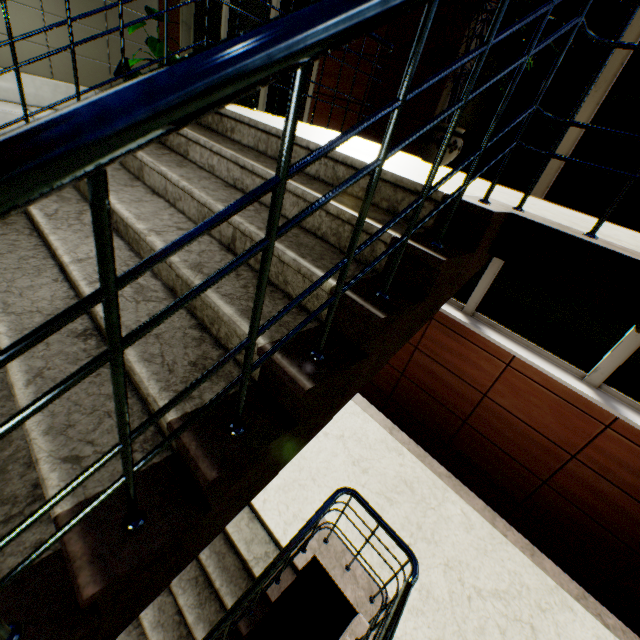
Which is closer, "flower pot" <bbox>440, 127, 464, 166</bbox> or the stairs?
the stairs

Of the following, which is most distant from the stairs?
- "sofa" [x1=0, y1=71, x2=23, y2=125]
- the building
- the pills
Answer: "sofa" [x1=0, y1=71, x2=23, y2=125]

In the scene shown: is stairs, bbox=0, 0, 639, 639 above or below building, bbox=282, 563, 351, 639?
above

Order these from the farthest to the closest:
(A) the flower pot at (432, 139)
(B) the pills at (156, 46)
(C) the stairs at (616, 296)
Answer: (B) the pills at (156, 46) → (A) the flower pot at (432, 139) → (C) the stairs at (616, 296)

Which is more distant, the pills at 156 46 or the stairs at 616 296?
the pills at 156 46

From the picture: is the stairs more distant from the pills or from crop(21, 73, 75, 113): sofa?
crop(21, 73, 75, 113): sofa

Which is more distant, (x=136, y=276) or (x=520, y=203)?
(x=520, y=203)

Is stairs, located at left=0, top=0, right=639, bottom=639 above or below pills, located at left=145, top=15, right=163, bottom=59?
below
